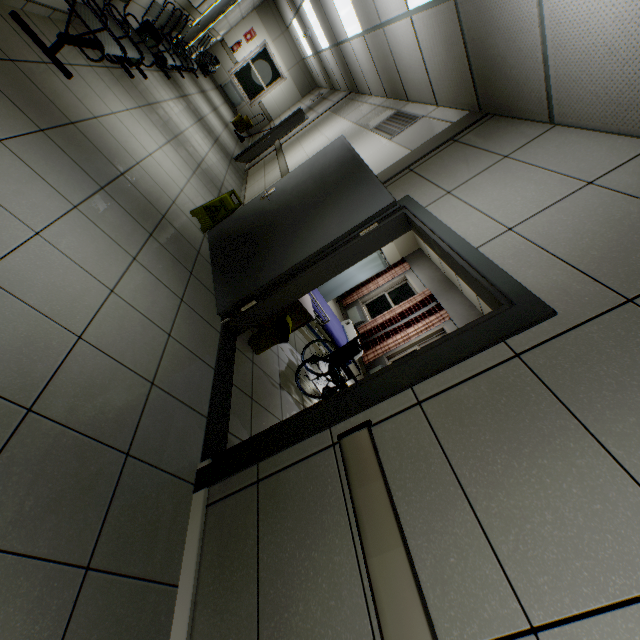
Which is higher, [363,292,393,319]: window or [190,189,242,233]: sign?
[363,292,393,319]: window

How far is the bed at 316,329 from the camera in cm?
443

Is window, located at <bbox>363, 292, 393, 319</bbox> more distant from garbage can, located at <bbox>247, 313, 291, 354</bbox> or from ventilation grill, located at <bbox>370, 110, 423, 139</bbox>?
garbage can, located at <bbox>247, 313, 291, 354</bbox>

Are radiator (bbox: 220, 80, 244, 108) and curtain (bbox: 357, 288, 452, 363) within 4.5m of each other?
no

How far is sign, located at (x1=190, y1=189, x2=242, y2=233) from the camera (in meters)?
4.02

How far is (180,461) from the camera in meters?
2.0

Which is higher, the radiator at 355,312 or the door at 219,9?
the door at 219,9

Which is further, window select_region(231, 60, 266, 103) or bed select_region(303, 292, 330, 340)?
window select_region(231, 60, 266, 103)
